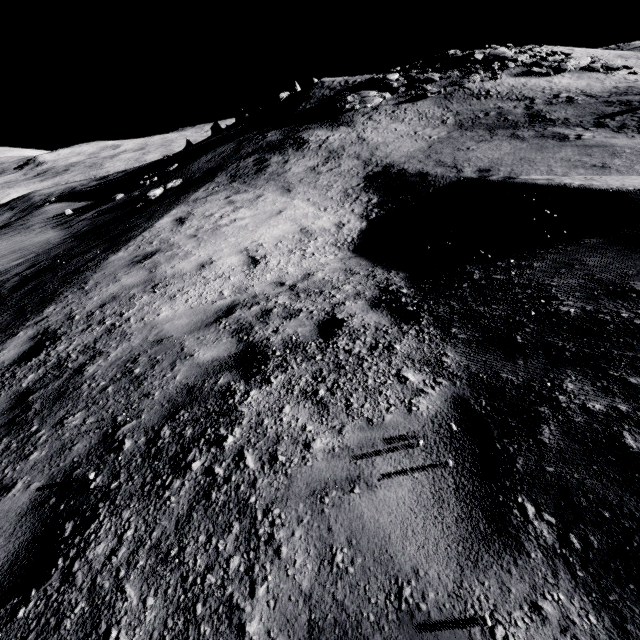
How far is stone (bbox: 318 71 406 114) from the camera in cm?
2122

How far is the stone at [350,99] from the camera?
21.2m

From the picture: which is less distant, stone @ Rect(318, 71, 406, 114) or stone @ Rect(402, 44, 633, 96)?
stone @ Rect(402, 44, 633, 96)

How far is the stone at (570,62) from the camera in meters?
19.8

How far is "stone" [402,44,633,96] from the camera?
19.78m

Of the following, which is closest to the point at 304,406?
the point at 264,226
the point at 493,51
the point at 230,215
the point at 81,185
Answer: the point at 264,226
